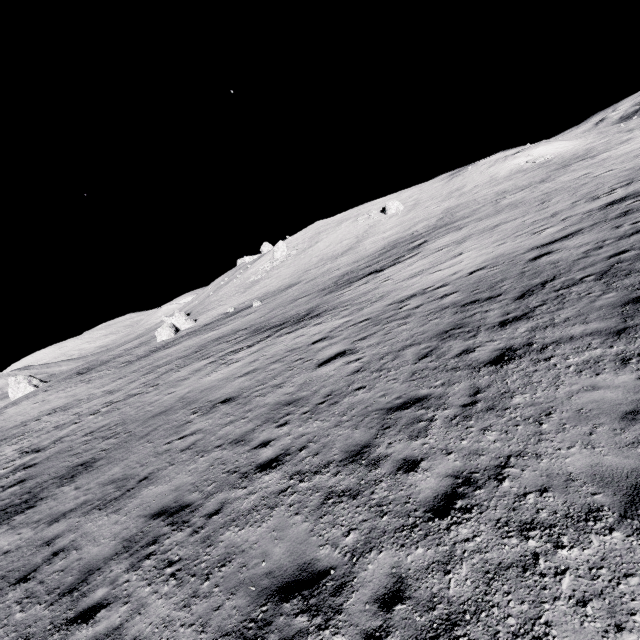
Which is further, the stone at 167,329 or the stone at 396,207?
the stone at 396,207

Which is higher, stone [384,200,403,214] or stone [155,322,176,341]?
stone [384,200,403,214]

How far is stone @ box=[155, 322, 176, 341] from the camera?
46.5m

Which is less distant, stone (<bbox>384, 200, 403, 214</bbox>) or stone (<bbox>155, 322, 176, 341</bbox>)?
stone (<bbox>155, 322, 176, 341</bbox>)

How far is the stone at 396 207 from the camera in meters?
57.8 m

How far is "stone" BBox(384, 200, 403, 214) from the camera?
57.8 meters

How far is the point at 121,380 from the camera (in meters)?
29.27
